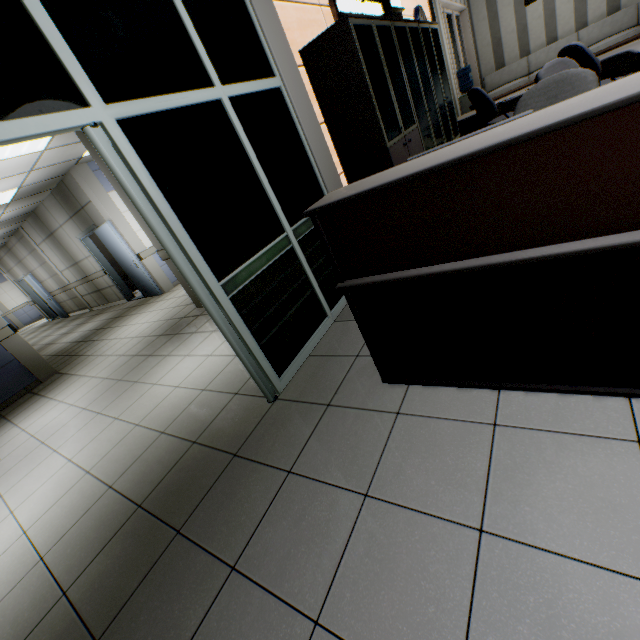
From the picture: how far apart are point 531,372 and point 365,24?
3.26m

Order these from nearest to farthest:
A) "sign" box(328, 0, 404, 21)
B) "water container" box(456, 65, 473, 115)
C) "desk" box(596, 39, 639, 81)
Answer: "sign" box(328, 0, 404, 21), "desk" box(596, 39, 639, 81), "water container" box(456, 65, 473, 115)

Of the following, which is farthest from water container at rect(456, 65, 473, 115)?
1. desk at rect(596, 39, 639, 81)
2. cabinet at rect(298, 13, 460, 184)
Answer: cabinet at rect(298, 13, 460, 184)

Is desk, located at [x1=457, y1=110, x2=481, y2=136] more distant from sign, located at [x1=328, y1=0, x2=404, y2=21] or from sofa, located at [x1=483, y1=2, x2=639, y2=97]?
sofa, located at [x1=483, y1=2, x2=639, y2=97]

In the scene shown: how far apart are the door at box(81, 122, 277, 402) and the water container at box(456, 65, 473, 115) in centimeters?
752cm

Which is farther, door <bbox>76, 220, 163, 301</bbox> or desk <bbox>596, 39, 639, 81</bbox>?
door <bbox>76, 220, 163, 301</bbox>

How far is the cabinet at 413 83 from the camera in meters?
2.8 m

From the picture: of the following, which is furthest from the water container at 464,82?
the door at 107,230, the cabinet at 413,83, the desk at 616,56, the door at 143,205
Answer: the door at 107,230
